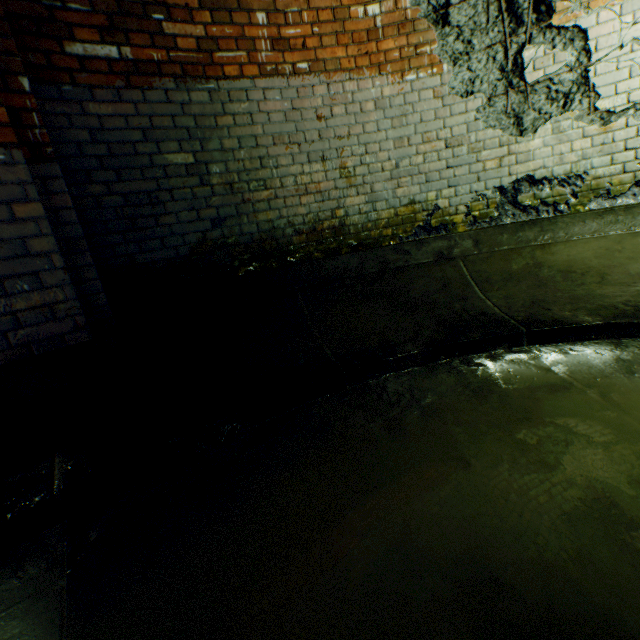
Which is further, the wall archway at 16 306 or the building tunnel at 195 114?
the wall archway at 16 306

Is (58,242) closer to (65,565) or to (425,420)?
(65,565)

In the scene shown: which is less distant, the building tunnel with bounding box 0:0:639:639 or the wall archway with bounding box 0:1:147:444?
the building tunnel with bounding box 0:0:639:639
